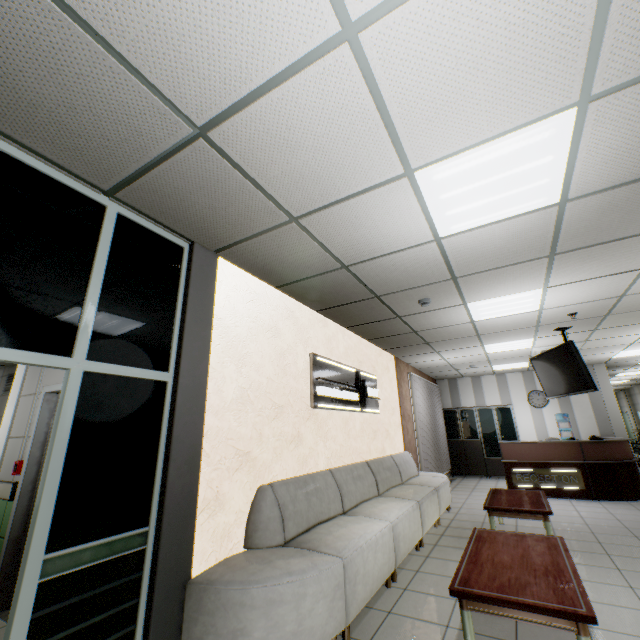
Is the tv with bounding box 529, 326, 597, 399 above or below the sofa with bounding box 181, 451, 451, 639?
above

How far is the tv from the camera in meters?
5.3

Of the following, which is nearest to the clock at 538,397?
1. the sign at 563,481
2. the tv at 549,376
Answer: the sign at 563,481

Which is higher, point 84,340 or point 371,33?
point 371,33

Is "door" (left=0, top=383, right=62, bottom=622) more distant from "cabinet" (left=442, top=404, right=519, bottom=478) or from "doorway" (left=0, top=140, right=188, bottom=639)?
"cabinet" (left=442, top=404, right=519, bottom=478)

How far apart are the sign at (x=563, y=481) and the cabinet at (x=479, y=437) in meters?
2.8 m

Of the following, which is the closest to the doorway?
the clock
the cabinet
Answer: the cabinet

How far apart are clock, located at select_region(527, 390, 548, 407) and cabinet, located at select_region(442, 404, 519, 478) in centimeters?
47cm
